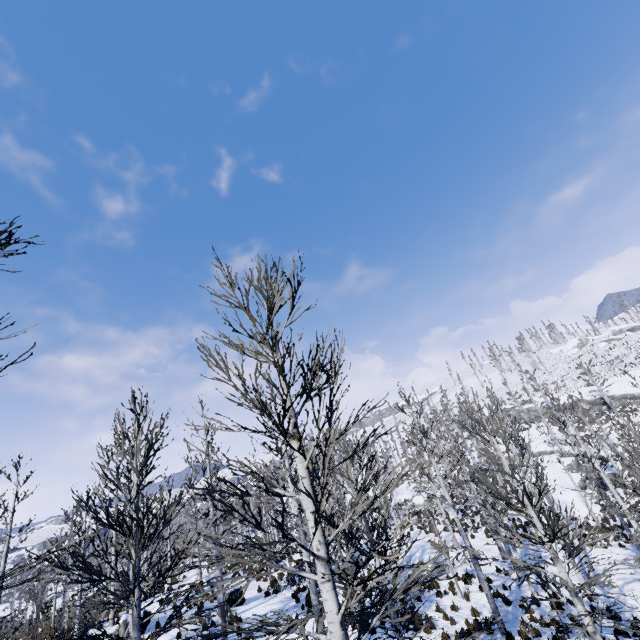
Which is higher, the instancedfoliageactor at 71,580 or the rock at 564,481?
the instancedfoliageactor at 71,580

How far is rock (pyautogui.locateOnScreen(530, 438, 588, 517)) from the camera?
26.16m

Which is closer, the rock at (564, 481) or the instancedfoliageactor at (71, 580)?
the instancedfoliageactor at (71, 580)

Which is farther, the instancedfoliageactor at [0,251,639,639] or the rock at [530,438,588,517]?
the rock at [530,438,588,517]

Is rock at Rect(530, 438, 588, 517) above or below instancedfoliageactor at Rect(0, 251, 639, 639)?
below

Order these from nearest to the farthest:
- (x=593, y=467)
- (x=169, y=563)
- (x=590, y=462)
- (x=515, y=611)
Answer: (x=515, y=611) → (x=593, y=467) → (x=169, y=563) → (x=590, y=462)
